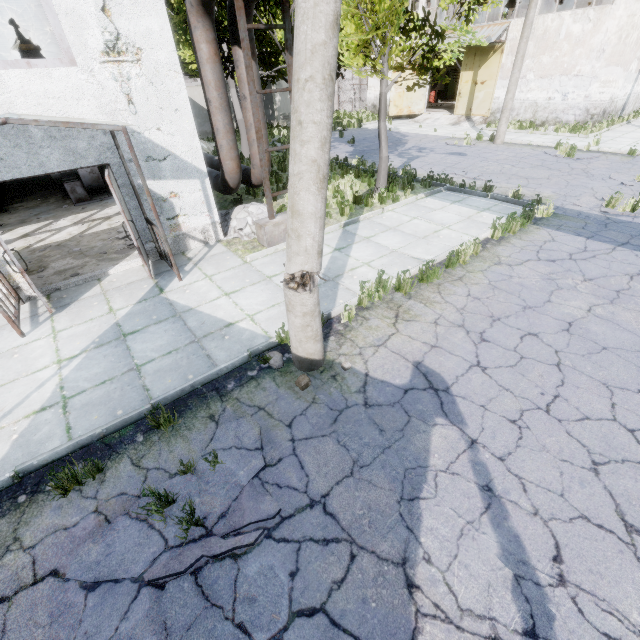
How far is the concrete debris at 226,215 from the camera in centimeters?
898cm

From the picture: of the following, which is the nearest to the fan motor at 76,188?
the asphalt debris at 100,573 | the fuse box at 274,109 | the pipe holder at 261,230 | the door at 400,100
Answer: the pipe holder at 261,230

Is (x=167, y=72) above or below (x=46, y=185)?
above

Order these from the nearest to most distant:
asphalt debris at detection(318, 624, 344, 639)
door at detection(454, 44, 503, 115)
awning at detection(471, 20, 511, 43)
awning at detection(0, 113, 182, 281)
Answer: asphalt debris at detection(318, 624, 344, 639)
awning at detection(0, 113, 182, 281)
awning at detection(471, 20, 511, 43)
door at detection(454, 44, 503, 115)

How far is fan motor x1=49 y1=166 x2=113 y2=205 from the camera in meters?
11.6

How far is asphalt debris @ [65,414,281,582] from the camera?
2.9 meters

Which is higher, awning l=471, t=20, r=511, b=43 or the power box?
awning l=471, t=20, r=511, b=43

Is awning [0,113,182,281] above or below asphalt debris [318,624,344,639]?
above
